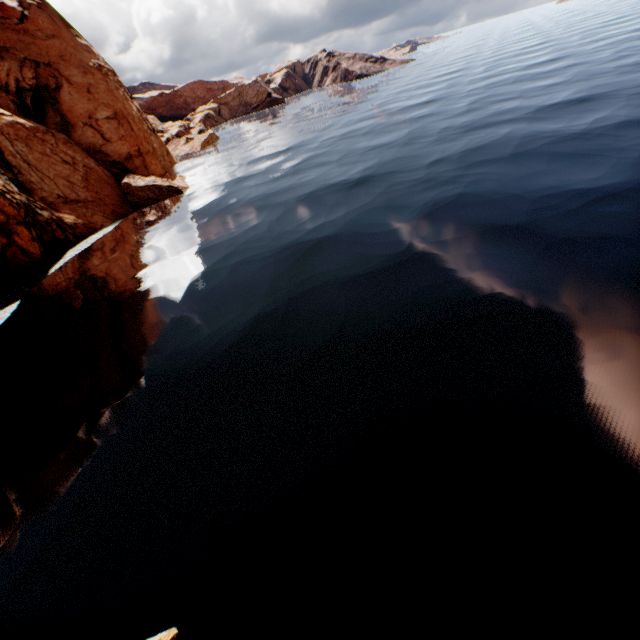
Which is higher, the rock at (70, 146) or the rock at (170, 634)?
the rock at (70, 146)

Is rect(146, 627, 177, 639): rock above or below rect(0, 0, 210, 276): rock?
below

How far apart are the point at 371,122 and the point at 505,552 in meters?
44.3

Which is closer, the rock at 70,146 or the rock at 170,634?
the rock at 170,634

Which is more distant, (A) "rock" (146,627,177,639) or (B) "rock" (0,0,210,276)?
(B) "rock" (0,0,210,276)
